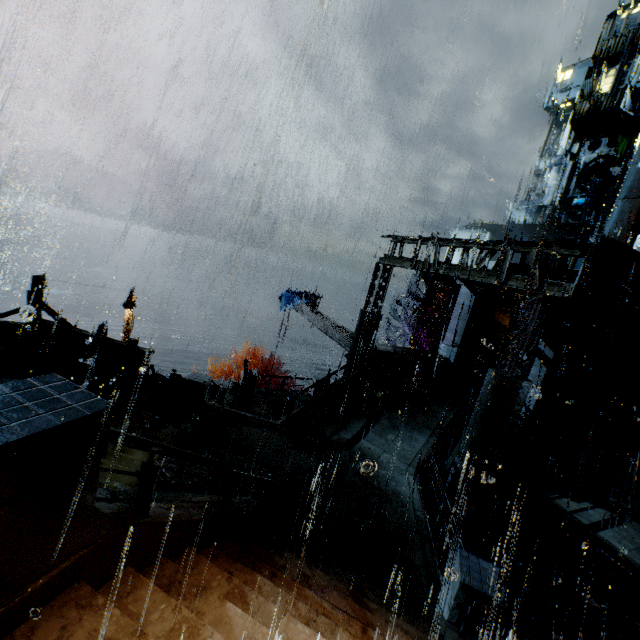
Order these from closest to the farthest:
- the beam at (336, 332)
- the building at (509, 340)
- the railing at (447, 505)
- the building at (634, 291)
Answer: the railing at (447, 505) → the building at (509, 340) → the building at (634, 291) → the beam at (336, 332)

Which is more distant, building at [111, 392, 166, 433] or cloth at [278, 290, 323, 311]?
cloth at [278, 290, 323, 311]

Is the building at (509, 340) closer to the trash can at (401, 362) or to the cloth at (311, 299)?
the trash can at (401, 362)

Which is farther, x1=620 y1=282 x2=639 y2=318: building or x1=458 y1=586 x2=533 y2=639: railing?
x1=620 y1=282 x2=639 y2=318: building

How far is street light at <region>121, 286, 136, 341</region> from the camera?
19.9m

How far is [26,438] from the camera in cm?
221

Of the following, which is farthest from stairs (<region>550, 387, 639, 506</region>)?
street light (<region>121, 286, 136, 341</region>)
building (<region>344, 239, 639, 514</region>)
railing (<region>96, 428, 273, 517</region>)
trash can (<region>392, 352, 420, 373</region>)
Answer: street light (<region>121, 286, 136, 341</region>)

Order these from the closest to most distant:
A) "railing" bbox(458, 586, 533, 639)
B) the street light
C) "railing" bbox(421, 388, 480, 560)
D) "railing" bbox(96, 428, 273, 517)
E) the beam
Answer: "railing" bbox(96, 428, 273, 517)
"railing" bbox(458, 586, 533, 639)
"railing" bbox(421, 388, 480, 560)
the beam
the street light
